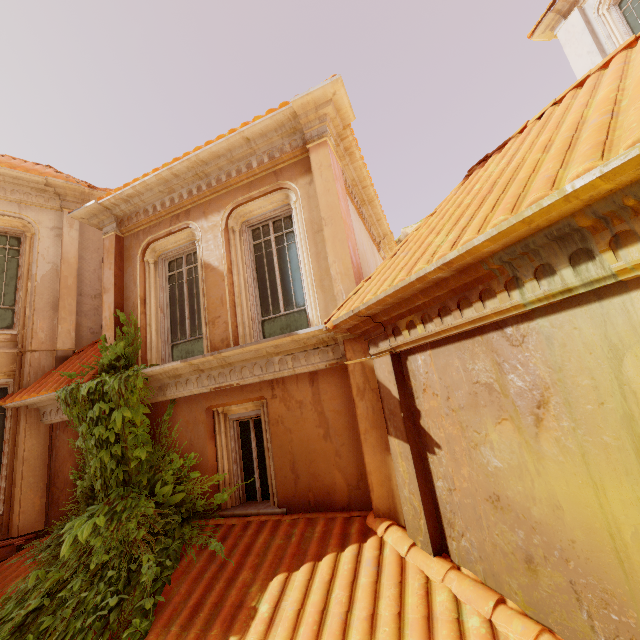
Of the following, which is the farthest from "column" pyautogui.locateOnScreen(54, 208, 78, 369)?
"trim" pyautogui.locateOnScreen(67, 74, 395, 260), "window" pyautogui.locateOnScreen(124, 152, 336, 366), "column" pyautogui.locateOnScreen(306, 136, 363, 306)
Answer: "column" pyautogui.locateOnScreen(306, 136, 363, 306)

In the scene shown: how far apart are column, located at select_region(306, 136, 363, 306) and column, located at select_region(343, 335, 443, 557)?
0.32m

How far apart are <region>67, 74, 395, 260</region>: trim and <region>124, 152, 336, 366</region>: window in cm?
1

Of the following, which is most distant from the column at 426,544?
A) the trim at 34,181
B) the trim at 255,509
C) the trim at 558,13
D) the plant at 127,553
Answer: the trim at 558,13

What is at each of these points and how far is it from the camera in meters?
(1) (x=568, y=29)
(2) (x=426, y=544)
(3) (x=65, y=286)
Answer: (1) column, 11.1
(2) column, 3.5
(3) column, 8.2

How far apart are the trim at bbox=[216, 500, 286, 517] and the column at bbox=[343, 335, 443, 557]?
1.4m

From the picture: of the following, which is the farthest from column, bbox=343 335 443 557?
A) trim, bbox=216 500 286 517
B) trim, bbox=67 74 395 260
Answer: trim, bbox=67 74 395 260

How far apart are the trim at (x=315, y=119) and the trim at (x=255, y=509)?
5.78m
